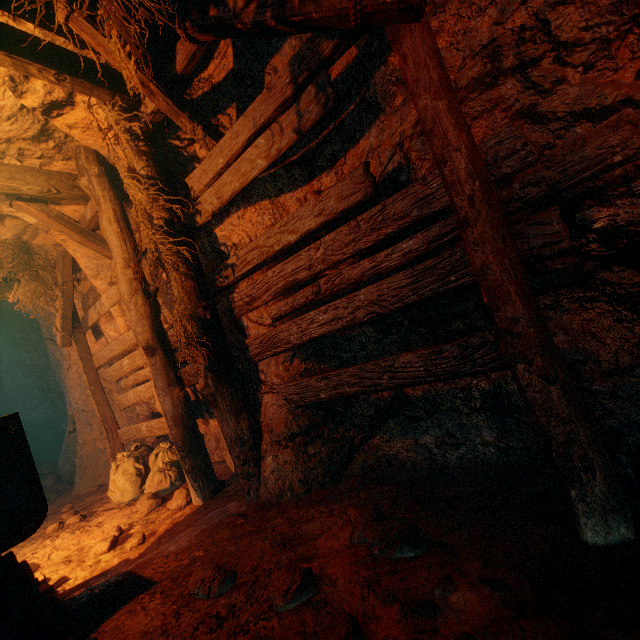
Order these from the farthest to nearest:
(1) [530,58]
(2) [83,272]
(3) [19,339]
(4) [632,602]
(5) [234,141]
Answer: (3) [19,339]
(2) [83,272]
(5) [234,141]
(1) [530,58]
(4) [632,602]

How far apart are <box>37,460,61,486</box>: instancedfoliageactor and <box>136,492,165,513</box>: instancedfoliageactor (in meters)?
4.60

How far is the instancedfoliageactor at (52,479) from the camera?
7.24m

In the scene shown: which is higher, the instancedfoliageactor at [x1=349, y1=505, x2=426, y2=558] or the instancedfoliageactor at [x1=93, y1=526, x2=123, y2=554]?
the instancedfoliageactor at [x1=349, y1=505, x2=426, y2=558]

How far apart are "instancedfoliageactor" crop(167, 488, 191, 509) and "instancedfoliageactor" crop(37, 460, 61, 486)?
5.39m

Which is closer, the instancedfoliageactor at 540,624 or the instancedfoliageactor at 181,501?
the instancedfoliageactor at 540,624

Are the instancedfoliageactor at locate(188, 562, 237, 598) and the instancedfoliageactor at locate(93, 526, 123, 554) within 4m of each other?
yes

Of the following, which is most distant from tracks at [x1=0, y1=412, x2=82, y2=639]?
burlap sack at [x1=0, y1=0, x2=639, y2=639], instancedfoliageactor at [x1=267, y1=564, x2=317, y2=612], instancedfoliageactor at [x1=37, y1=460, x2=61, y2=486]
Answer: instancedfoliageactor at [x1=37, y1=460, x2=61, y2=486]
